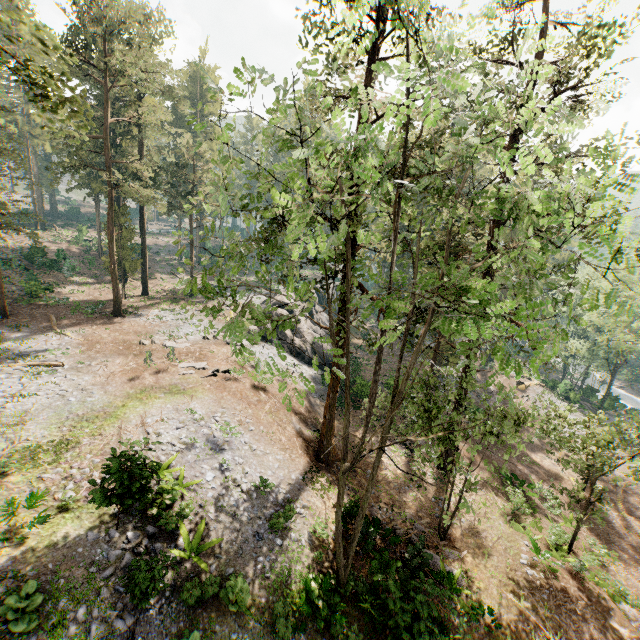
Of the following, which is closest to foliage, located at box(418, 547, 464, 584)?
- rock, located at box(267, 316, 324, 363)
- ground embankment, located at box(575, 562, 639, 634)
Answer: ground embankment, located at box(575, 562, 639, 634)

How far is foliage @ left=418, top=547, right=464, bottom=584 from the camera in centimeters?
1470cm

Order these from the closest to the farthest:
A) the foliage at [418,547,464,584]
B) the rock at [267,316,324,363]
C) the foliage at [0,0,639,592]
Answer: the foliage at [0,0,639,592] < the foliage at [418,547,464,584] < the rock at [267,316,324,363]

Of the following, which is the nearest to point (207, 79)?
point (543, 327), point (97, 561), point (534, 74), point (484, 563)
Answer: point (534, 74)

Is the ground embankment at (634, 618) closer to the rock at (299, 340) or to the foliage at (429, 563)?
the foliage at (429, 563)

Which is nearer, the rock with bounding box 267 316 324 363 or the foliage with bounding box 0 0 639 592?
the foliage with bounding box 0 0 639 592
